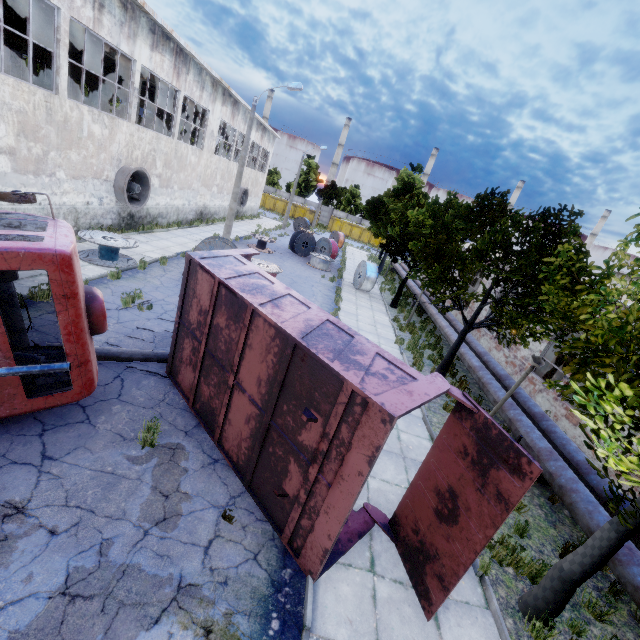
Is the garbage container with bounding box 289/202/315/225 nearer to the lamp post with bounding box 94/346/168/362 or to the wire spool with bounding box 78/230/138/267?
the wire spool with bounding box 78/230/138/267

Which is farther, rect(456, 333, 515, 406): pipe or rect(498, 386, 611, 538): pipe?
rect(456, 333, 515, 406): pipe

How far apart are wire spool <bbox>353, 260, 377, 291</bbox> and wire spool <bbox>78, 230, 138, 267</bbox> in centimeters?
1332cm

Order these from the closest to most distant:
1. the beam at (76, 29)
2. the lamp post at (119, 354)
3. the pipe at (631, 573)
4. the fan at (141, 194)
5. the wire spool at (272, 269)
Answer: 1. the pipe at (631, 573)
2. the lamp post at (119, 354)
3. the beam at (76, 29)
4. the fan at (141, 194)
5. the wire spool at (272, 269)

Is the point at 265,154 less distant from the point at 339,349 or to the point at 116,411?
the point at 116,411

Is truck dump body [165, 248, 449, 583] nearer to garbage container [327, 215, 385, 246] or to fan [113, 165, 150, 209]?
fan [113, 165, 150, 209]

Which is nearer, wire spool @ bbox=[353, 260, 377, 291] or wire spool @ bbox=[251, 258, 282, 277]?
wire spool @ bbox=[251, 258, 282, 277]

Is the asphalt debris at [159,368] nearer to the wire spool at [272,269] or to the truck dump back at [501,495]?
the truck dump back at [501,495]
